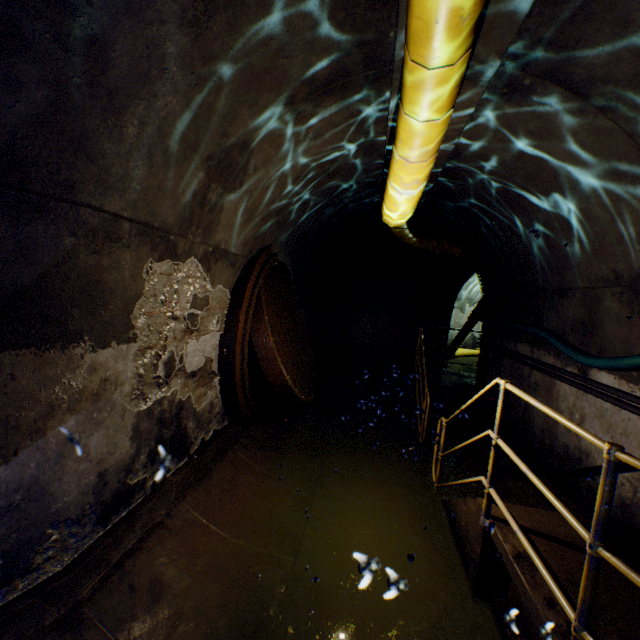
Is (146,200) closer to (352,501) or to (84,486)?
(84,486)

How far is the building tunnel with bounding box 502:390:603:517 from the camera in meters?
3.6

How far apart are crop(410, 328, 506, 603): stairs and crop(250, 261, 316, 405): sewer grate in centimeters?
207cm

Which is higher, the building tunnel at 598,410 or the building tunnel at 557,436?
the building tunnel at 598,410

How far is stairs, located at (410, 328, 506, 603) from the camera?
2.9m

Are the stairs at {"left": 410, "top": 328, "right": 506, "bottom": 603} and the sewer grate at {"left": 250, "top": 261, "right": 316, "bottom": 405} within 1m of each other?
no

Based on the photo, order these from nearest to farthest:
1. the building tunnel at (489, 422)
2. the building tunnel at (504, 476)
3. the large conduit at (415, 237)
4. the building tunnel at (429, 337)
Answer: the building tunnel at (504, 476)
the building tunnel at (489, 422)
the large conduit at (415, 237)
the building tunnel at (429, 337)
